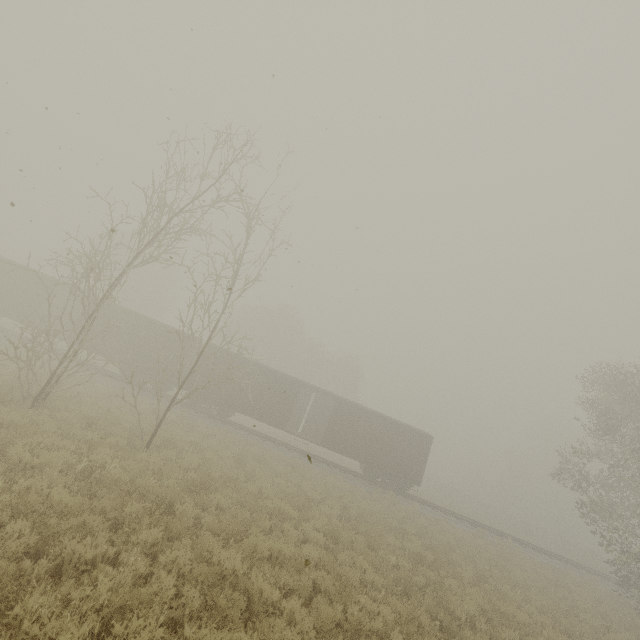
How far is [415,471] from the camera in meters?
23.5

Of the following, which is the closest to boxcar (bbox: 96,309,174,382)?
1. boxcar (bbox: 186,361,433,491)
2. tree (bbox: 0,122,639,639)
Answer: boxcar (bbox: 186,361,433,491)

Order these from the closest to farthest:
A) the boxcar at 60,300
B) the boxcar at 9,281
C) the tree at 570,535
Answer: the tree at 570,535, the boxcar at 9,281, the boxcar at 60,300

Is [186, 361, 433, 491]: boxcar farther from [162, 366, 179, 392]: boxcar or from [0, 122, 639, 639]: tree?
[0, 122, 639, 639]: tree

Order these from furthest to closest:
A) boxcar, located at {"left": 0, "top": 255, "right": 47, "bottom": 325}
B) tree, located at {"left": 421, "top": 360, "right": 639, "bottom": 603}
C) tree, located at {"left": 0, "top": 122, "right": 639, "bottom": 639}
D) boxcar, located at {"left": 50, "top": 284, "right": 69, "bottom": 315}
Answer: boxcar, located at {"left": 50, "top": 284, "right": 69, "bottom": 315}, boxcar, located at {"left": 0, "top": 255, "right": 47, "bottom": 325}, tree, located at {"left": 421, "top": 360, "right": 639, "bottom": 603}, tree, located at {"left": 0, "top": 122, "right": 639, "bottom": 639}

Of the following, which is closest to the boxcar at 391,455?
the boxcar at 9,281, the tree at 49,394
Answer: the boxcar at 9,281

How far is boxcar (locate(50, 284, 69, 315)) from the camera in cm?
2613

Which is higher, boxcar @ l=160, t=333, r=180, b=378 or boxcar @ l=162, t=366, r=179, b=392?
boxcar @ l=160, t=333, r=180, b=378
